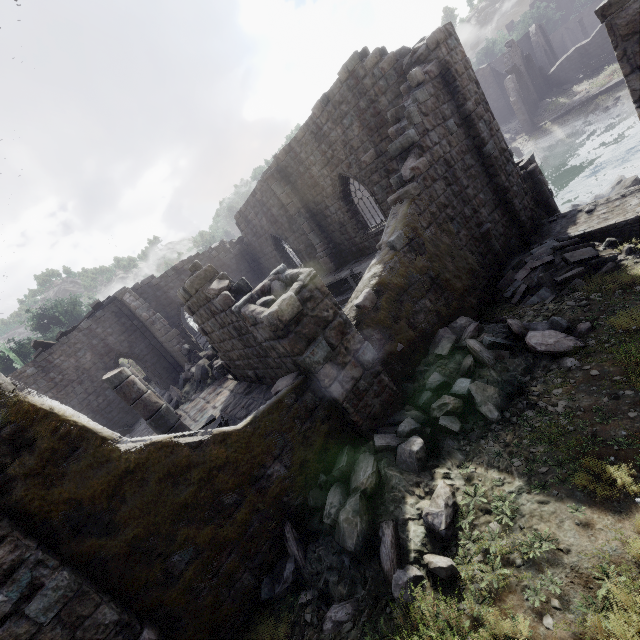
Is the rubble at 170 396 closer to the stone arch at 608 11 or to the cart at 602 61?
the stone arch at 608 11

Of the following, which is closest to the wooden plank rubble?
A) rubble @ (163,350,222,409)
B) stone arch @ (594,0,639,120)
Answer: rubble @ (163,350,222,409)

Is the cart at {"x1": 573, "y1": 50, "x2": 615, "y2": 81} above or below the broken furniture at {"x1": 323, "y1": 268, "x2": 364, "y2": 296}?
below

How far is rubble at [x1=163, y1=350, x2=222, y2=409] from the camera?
15.6 meters

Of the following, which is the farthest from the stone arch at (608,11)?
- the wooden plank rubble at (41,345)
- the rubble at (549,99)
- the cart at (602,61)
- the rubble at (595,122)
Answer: the wooden plank rubble at (41,345)

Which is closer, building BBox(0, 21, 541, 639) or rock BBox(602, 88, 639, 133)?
building BBox(0, 21, 541, 639)

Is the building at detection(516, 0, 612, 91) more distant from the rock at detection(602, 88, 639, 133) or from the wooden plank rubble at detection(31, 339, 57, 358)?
the rock at detection(602, 88, 639, 133)

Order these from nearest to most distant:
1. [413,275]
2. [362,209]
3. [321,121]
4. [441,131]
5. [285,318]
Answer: [285,318]
[413,275]
[441,131]
[321,121]
[362,209]
